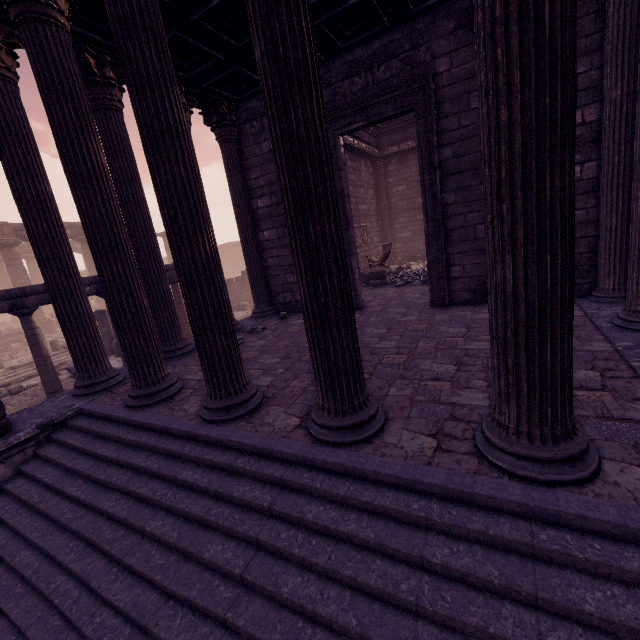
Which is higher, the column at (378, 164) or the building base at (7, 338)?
the column at (378, 164)

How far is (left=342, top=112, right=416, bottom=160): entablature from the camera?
12.3 meters

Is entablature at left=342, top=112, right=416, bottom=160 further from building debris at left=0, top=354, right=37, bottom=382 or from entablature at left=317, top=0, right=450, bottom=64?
building debris at left=0, top=354, right=37, bottom=382

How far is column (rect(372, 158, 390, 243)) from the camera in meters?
14.8 m

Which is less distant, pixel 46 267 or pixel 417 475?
pixel 417 475

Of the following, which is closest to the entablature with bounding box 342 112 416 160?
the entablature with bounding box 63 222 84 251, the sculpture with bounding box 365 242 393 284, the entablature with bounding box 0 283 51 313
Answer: the sculpture with bounding box 365 242 393 284

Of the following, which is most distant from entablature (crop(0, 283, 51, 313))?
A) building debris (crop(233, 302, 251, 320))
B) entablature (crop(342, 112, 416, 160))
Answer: entablature (crop(342, 112, 416, 160))

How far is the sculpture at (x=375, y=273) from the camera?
10.1m
